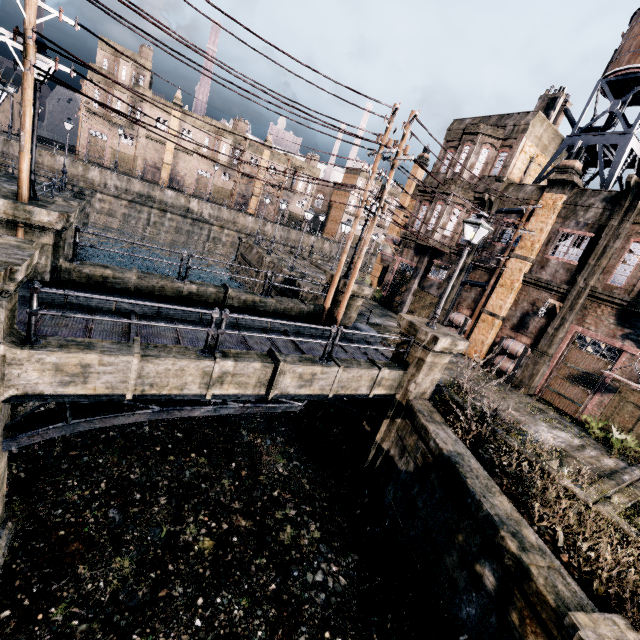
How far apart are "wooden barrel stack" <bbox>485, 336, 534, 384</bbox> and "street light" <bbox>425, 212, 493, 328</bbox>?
9.9m

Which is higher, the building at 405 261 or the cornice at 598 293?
the cornice at 598 293

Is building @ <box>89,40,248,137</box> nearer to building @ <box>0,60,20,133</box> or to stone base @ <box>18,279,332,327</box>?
building @ <box>0,60,20,133</box>

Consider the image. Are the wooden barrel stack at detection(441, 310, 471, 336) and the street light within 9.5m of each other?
no

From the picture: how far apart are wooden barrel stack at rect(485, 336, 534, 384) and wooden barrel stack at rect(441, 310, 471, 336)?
2.41m

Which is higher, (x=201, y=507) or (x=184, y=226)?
(x=184, y=226)

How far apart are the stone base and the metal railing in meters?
4.3 m

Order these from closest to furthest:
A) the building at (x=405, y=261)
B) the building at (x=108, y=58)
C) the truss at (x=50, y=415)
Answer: the truss at (x=50, y=415), the building at (x=405, y=261), the building at (x=108, y=58)
